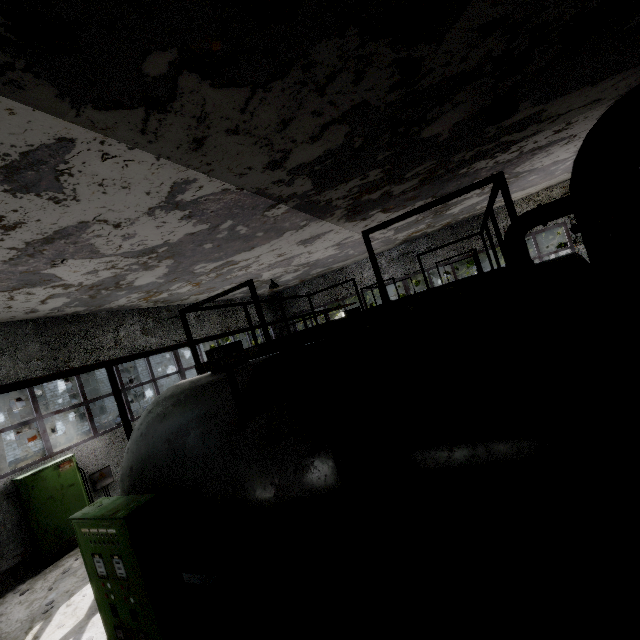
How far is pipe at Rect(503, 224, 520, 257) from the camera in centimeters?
1031cm

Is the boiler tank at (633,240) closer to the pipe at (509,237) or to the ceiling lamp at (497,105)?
the ceiling lamp at (497,105)

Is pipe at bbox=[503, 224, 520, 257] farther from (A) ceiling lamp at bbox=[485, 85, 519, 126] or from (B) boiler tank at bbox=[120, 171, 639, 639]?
(A) ceiling lamp at bbox=[485, 85, 519, 126]

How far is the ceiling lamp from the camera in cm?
512

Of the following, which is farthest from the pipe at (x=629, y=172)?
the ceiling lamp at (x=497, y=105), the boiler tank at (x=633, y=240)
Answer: the ceiling lamp at (x=497, y=105)

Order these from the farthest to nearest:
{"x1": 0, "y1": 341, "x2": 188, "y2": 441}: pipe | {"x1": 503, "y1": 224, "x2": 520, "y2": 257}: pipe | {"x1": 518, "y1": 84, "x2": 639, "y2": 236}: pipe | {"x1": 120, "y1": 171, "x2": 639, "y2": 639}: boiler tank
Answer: {"x1": 503, "y1": 224, "x2": 520, "y2": 257}: pipe, {"x1": 0, "y1": 341, "x2": 188, "y2": 441}: pipe, {"x1": 518, "y1": 84, "x2": 639, "y2": 236}: pipe, {"x1": 120, "y1": 171, "x2": 639, "y2": 639}: boiler tank

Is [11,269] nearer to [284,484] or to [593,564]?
[284,484]
